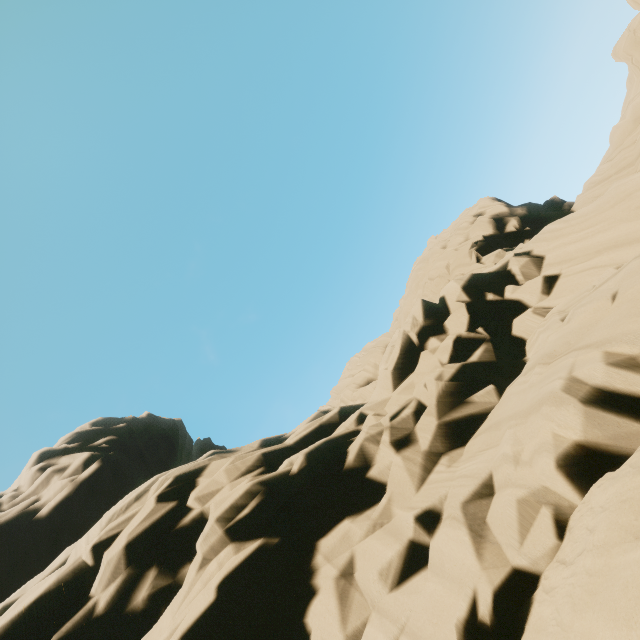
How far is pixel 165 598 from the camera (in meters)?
9.62
